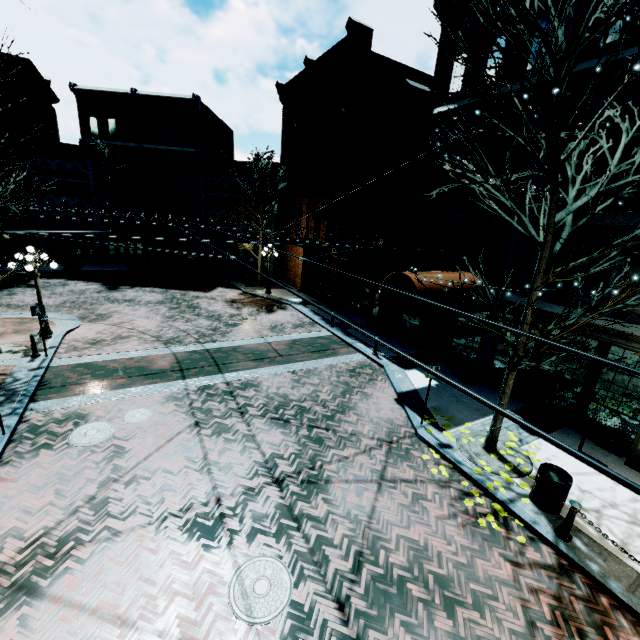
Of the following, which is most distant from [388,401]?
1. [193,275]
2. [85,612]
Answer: [193,275]

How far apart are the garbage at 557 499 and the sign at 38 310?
15.6m

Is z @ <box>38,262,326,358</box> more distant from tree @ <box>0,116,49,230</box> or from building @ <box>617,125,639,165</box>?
tree @ <box>0,116,49,230</box>

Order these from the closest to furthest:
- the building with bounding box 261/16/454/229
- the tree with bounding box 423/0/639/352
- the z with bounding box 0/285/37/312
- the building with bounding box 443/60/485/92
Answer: the tree with bounding box 423/0/639/352, the building with bounding box 443/60/485/92, the building with bounding box 261/16/454/229, the z with bounding box 0/285/37/312

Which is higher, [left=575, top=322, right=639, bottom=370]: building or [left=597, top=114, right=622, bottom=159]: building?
[left=597, top=114, right=622, bottom=159]: building

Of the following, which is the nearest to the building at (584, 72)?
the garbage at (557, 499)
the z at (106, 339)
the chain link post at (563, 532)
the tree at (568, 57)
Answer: the z at (106, 339)

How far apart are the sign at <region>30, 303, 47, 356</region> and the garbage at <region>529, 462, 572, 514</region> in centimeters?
1560cm

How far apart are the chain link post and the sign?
16.0 meters
